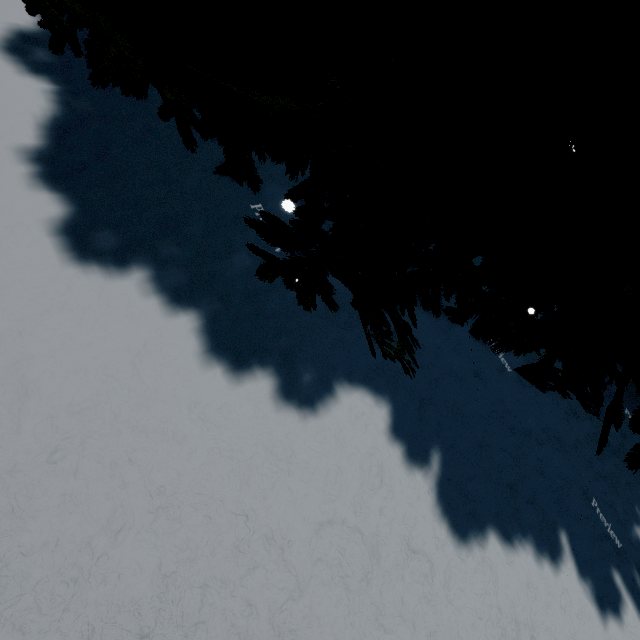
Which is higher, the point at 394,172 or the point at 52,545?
the point at 394,172

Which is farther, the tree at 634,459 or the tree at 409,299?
the tree at 634,459

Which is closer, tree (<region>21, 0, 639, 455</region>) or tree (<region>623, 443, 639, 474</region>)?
tree (<region>21, 0, 639, 455</region>)
